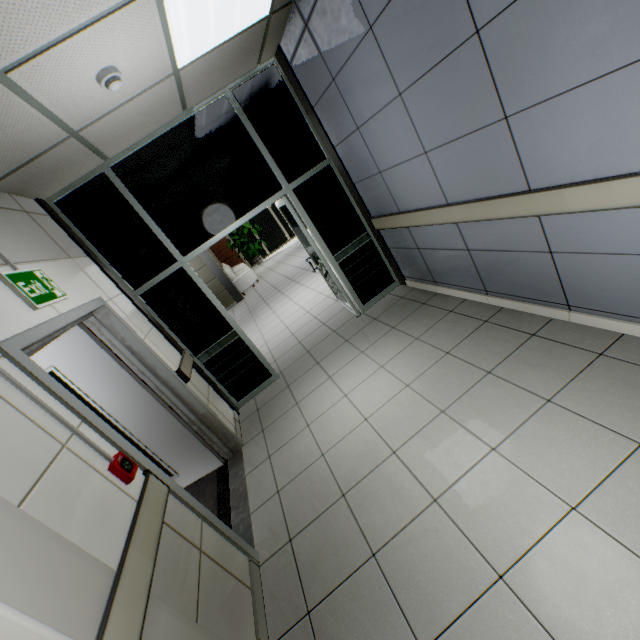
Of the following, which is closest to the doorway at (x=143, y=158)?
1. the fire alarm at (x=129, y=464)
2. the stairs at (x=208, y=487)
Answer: the stairs at (x=208, y=487)

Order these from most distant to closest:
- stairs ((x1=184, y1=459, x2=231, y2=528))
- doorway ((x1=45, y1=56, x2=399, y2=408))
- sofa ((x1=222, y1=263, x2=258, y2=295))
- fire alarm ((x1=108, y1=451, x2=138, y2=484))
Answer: sofa ((x1=222, y1=263, x2=258, y2=295)) < doorway ((x1=45, y1=56, x2=399, y2=408)) < stairs ((x1=184, y1=459, x2=231, y2=528)) < fire alarm ((x1=108, y1=451, x2=138, y2=484))

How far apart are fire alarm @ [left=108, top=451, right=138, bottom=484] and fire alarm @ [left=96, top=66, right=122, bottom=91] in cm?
246

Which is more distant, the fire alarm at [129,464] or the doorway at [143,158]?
the doorway at [143,158]

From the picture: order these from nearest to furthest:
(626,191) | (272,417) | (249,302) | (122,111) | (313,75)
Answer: (626,191) → (122,111) → (313,75) → (272,417) → (249,302)

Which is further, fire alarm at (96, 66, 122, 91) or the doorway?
the doorway

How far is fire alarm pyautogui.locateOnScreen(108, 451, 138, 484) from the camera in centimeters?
172cm

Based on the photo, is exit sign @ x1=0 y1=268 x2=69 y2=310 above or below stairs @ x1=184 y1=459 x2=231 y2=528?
above
